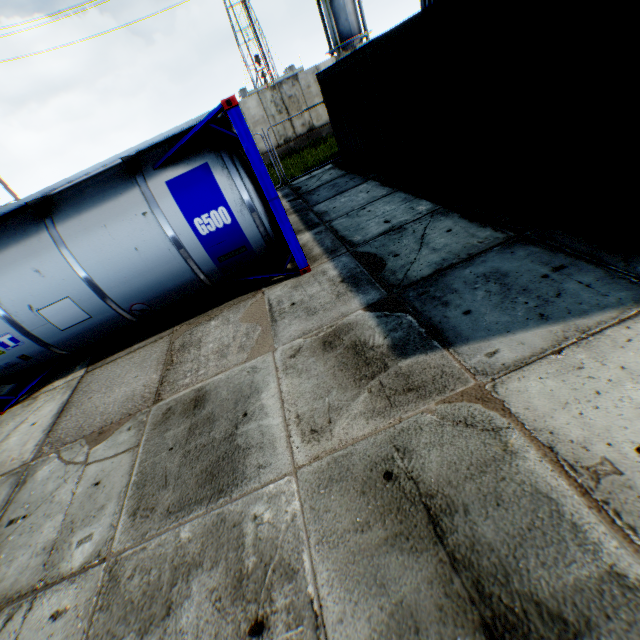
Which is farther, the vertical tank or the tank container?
the vertical tank

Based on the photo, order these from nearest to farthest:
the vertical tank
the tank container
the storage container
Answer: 1. the storage container
2. the tank container
3. the vertical tank

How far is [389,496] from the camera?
2.57m

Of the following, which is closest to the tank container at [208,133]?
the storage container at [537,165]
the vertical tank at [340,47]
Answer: the storage container at [537,165]

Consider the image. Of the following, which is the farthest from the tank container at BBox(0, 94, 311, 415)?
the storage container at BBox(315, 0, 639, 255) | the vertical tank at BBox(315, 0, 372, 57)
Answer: the vertical tank at BBox(315, 0, 372, 57)
